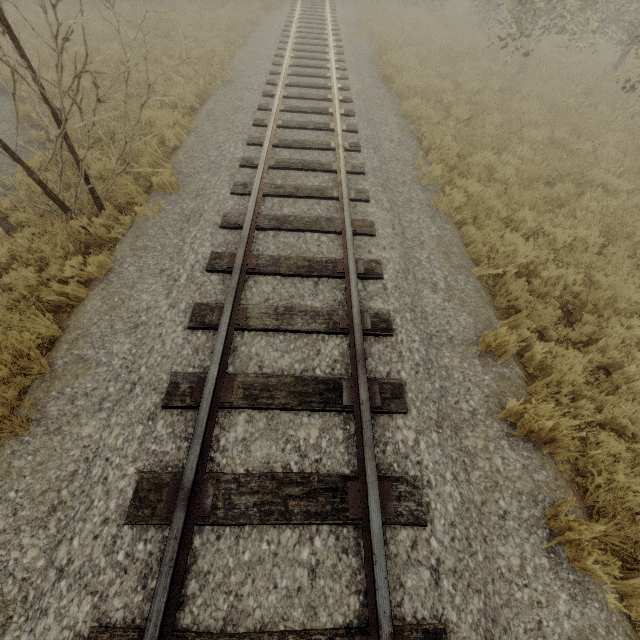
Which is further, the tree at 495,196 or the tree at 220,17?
the tree at 495,196

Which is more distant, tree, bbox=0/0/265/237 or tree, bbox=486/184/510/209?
tree, bbox=486/184/510/209

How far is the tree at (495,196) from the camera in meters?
6.4 m

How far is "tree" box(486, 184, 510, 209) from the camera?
6.4m

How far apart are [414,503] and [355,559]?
0.7m
